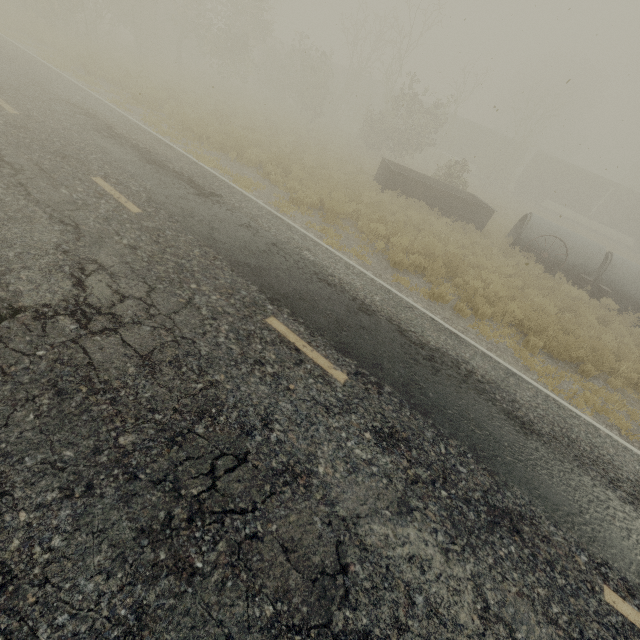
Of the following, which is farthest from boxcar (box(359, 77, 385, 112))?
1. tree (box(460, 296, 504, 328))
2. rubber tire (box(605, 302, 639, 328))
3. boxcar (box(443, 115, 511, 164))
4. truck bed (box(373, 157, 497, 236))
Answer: rubber tire (box(605, 302, 639, 328))

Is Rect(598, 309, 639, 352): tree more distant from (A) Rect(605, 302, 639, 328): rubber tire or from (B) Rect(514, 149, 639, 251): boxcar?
(B) Rect(514, 149, 639, 251): boxcar

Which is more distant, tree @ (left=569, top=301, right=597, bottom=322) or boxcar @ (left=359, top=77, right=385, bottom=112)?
boxcar @ (left=359, top=77, right=385, bottom=112)

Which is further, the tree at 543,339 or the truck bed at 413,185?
the truck bed at 413,185

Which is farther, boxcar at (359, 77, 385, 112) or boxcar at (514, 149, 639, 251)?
boxcar at (359, 77, 385, 112)

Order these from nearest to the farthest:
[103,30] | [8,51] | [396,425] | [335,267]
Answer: [396,425]
[335,267]
[8,51]
[103,30]

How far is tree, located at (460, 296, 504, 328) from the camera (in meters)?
8.24

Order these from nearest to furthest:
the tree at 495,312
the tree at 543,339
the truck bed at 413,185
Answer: the tree at 543,339 < the tree at 495,312 < the truck bed at 413,185
